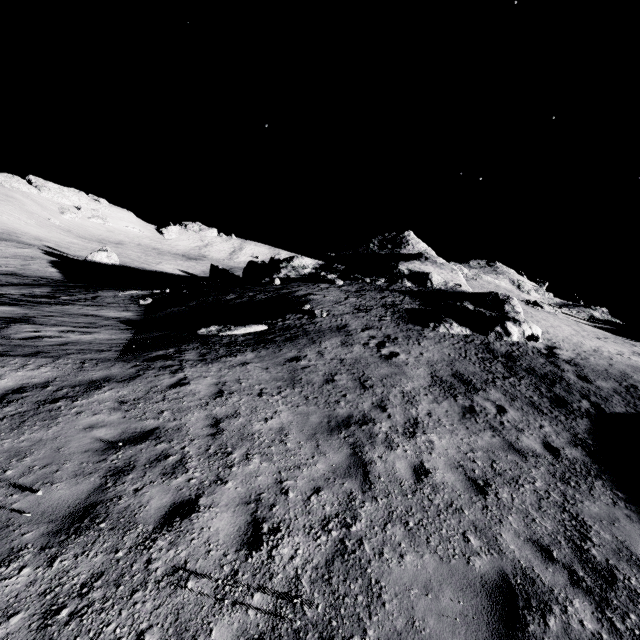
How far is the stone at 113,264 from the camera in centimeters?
4834cm

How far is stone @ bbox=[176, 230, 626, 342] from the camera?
18.6 meters

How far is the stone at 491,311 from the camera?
18.58m

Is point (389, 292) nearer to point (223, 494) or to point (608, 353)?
point (608, 353)

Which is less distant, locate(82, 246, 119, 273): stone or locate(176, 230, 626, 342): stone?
locate(176, 230, 626, 342): stone

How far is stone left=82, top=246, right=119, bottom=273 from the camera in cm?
4834

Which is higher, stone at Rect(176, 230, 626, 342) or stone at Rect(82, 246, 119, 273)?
stone at Rect(176, 230, 626, 342)
